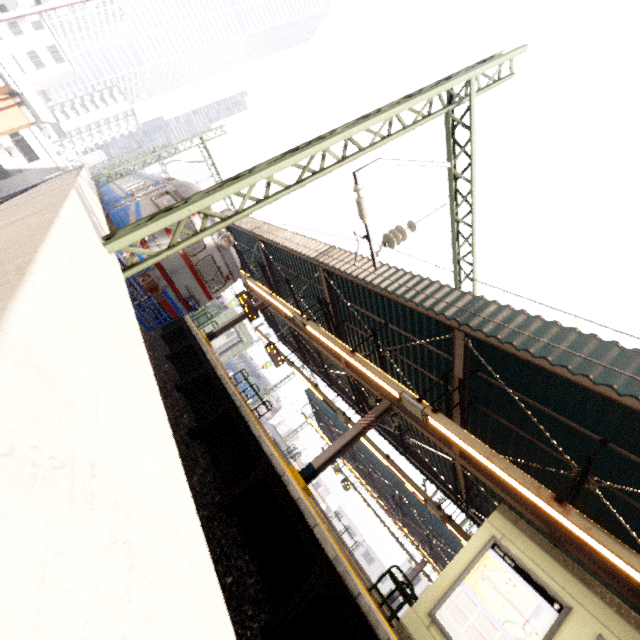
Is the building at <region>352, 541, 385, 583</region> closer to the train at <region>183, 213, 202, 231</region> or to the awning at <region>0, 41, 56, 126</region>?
the train at <region>183, 213, 202, 231</region>

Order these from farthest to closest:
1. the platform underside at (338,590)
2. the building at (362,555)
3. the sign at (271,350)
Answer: the building at (362,555) < the sign at (271,350) < the platform underside at (338,590)

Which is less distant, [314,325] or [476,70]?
[476,70]

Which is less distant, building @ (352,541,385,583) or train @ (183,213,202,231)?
train @ (183,213,202,231)

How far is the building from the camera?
55.8 meters

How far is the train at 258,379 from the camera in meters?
38.8

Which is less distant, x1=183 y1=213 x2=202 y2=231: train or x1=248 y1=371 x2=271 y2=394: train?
x1=183 y1=213 x2=202 y2=231: train

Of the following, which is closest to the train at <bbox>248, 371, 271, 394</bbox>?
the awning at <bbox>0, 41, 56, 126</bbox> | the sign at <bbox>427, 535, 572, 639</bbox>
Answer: the awning at <bbox>0, 41, 56, 126</bbox>
